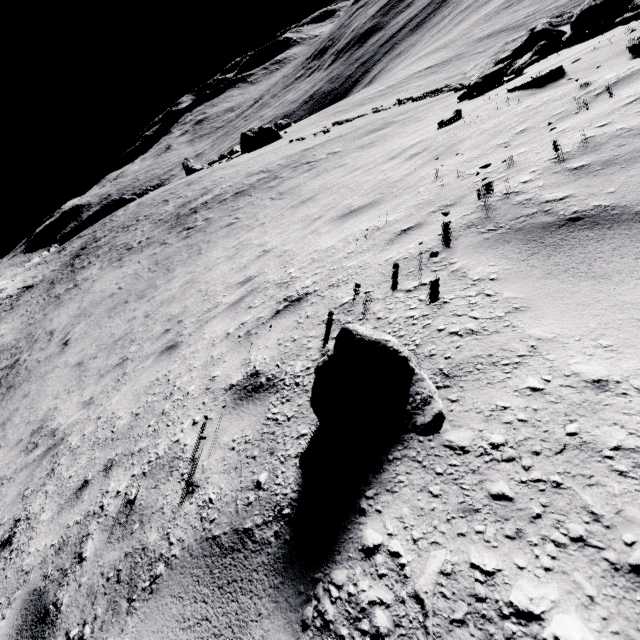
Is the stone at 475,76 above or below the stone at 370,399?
below

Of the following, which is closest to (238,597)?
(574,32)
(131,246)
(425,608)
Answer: (425,608)

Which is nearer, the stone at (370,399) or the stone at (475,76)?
the stone at (370,399)

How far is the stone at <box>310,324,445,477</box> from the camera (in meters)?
1.34

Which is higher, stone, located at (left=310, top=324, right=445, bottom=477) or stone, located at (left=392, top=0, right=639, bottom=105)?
stone, located at (left=310, top=324, right=445, bottom=477)

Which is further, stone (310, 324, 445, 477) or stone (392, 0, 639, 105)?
stone (392, 0, 639, 105)
